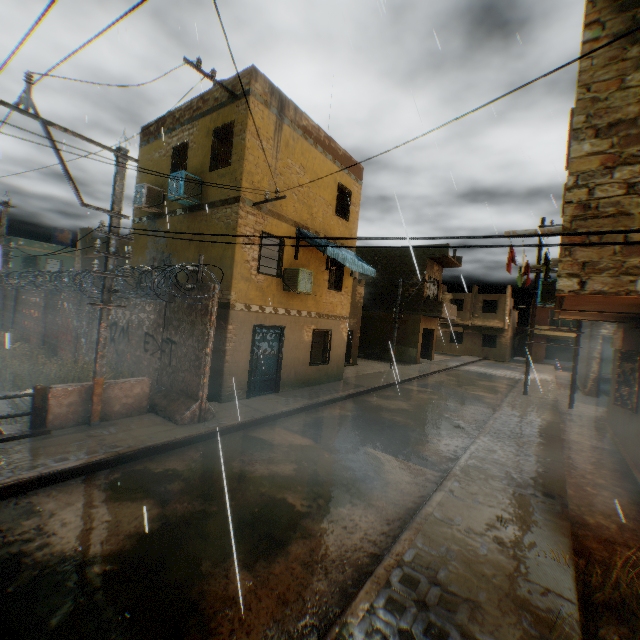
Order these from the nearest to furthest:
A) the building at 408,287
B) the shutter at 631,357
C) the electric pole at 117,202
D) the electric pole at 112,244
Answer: the electric pole at 117,202, the electric pole at 112,244, the shutter at 631,357, the building at 408,287

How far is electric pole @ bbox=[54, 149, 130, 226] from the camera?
6.15m

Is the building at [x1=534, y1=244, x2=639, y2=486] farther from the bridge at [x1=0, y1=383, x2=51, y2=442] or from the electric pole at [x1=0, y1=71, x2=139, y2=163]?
the electric pole at [x1=0, y1=71, x2=139, y2=163]

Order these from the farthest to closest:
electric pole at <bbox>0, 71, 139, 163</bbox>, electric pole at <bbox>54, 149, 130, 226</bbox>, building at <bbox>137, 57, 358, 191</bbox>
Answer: building at <bbox>137, 57, 358, 191</bbox> → electric pole at <bbox>54, 149, 130, 226</bbox> → electric pole at <bbox>0, 71, 139, 163</bbox>

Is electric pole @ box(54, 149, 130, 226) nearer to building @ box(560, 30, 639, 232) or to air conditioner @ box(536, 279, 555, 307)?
building @ box(560, 30, 639, 232)

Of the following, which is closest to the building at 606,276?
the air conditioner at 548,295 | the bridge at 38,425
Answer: the air conditioner at 548,295

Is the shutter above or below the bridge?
above

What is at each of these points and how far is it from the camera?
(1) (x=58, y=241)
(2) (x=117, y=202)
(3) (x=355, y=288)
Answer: (1) building, 33.8 meters
(2) electric pole, 6.9 meters
(3) building, 23.6 meters
